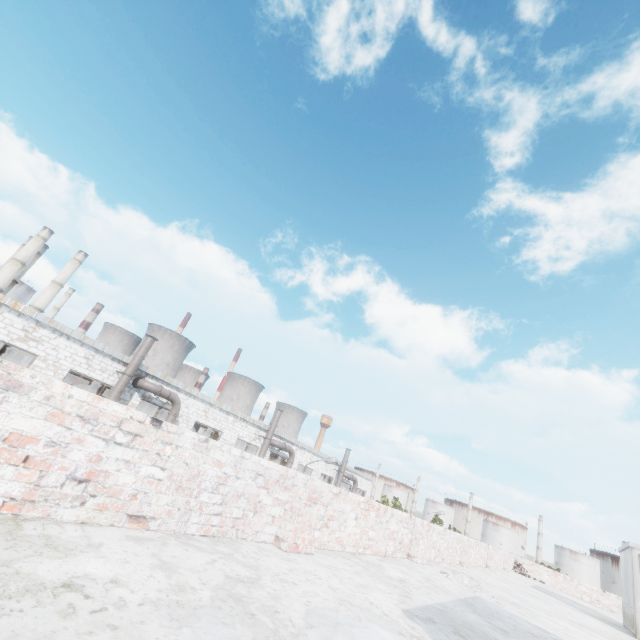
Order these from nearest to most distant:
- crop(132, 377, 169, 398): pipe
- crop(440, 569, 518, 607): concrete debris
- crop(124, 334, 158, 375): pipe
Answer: crop(440, 569, 518, 607): concrete debris < crop(124, 334, 158, 375): pipe < crop(132, 377, 169, 398): pipe

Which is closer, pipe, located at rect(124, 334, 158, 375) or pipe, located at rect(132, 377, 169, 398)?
pipe, located at rect(124, 334, 158, 375)

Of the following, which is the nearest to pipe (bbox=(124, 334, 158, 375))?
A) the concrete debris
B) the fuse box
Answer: the concrete debris

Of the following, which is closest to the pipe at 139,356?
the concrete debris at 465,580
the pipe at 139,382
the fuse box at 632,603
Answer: the pipe at 139,382

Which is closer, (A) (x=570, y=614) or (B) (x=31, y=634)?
(B) (x=31, y=634)

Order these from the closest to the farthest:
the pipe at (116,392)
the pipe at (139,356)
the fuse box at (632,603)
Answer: the fuse box at (632,603) → the pipe at (116,392) → the pipe at (139,356)

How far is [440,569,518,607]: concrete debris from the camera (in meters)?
6.12

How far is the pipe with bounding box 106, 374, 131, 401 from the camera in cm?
1864
